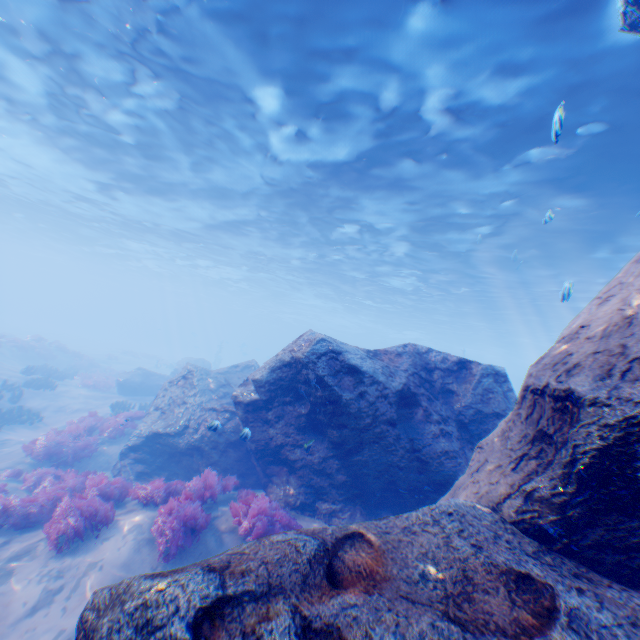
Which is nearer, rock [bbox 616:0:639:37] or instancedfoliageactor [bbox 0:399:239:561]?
rock [bbox 616:0:639:37]

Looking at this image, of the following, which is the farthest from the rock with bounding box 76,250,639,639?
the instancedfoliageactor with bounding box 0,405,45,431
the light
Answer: the instancedfoliageactor with bounding box 0,405,45,431

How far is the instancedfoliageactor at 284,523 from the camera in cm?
600

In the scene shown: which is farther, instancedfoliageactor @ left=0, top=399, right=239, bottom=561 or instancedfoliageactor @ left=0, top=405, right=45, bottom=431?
instancedfoliageactor @ left=0, top=405, right=45, bottom=431

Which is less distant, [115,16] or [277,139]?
[115,16]

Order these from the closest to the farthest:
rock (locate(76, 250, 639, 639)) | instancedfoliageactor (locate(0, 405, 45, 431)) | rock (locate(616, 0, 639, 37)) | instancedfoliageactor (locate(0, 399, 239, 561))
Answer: rock (locate(76, 250, 639, 639)) → rock (locate(616, 0, 639, 37)) → instancedfoliageactor (locate(0, 399, 239, 561)) → instancedfoliageactor (locate(0, 405, 45, 431))

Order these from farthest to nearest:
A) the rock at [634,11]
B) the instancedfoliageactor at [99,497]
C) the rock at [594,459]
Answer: the instancedfoliageactor at [99,497] → the rock at [634,11] → the rock at [594,459]

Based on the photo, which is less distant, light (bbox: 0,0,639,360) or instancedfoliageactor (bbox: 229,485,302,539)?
instancedfoliageactor (bbox: 229,485,302,539)
